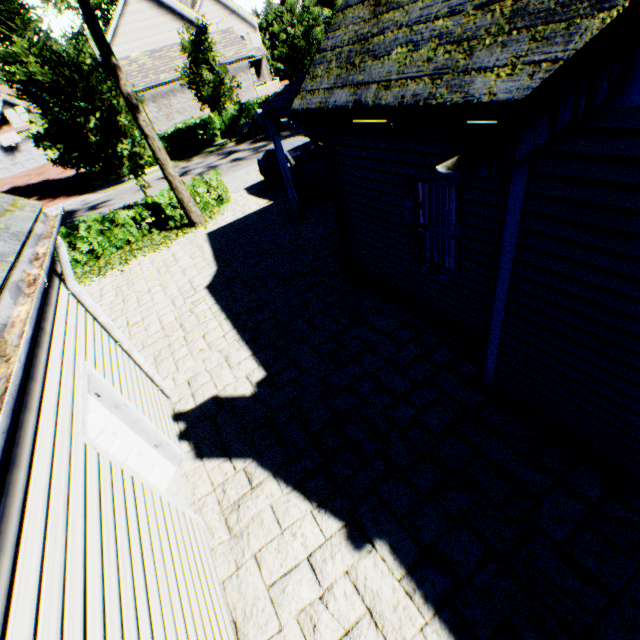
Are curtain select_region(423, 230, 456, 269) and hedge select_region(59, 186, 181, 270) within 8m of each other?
no

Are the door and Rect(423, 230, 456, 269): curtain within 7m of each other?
yes

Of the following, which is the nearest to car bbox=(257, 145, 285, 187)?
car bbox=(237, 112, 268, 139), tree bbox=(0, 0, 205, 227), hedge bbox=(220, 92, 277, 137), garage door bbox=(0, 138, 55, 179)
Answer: tree bbox=(0, 0, 205, 227)

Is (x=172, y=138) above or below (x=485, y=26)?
below

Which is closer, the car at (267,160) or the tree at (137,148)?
the tree at (137,148)

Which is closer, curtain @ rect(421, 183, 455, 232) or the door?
the door

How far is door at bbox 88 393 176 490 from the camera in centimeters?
371cm

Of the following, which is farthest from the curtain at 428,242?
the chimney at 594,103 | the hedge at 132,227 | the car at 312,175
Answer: the hedge at 132,227
